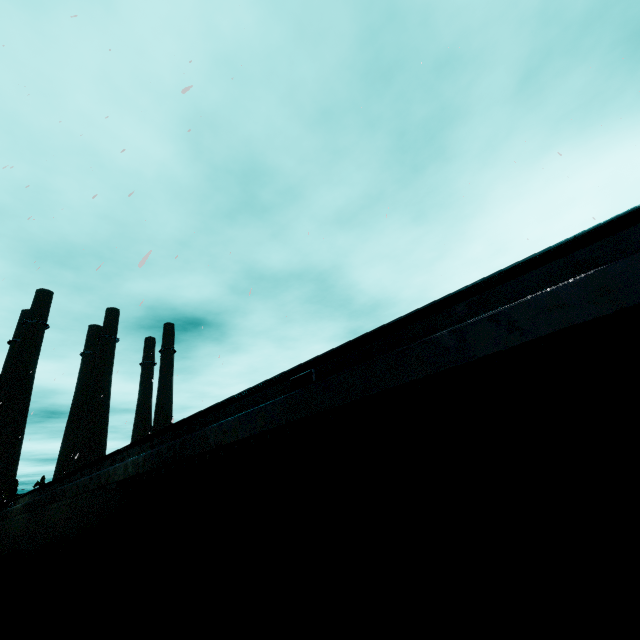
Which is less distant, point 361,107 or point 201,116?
point 361,107
